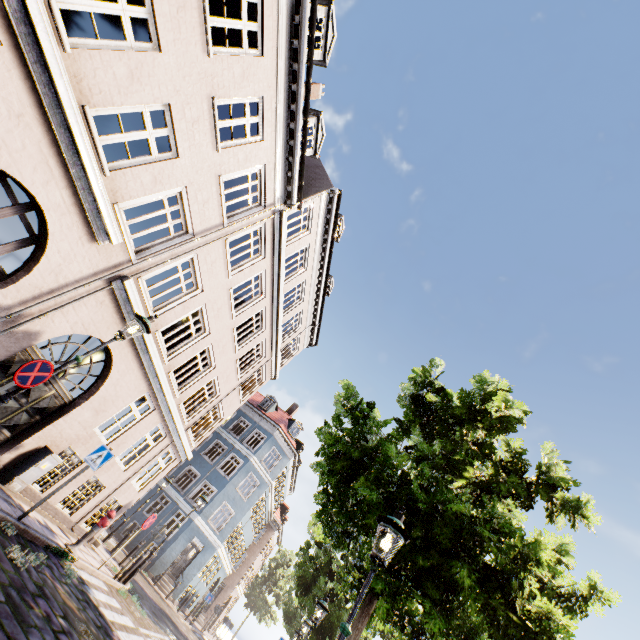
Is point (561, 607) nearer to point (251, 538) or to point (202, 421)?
point (202, 421)

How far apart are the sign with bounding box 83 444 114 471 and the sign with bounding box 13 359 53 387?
3.2m

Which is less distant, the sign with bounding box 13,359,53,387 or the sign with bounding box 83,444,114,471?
the sign with bounding box 13,359,53,387

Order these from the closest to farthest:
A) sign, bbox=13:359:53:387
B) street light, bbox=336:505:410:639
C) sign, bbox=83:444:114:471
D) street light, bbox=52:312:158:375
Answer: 1. street light, bbox=336:505:410:639
2. sign, bbox=13:359:53:387
3. street light, bbox=52:312:158:375
4. sign, bbox=83:444:114:471

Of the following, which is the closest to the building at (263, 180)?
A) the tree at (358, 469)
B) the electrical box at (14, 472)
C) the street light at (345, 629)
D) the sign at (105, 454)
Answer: the electrical box at (14, 472)

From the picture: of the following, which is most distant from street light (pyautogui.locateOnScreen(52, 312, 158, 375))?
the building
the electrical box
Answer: the electrical box

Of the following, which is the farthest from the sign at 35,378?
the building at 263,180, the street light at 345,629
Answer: the street light at 345,629

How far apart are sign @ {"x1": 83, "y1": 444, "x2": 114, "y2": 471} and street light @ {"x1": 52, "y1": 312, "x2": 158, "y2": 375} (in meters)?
3.14
